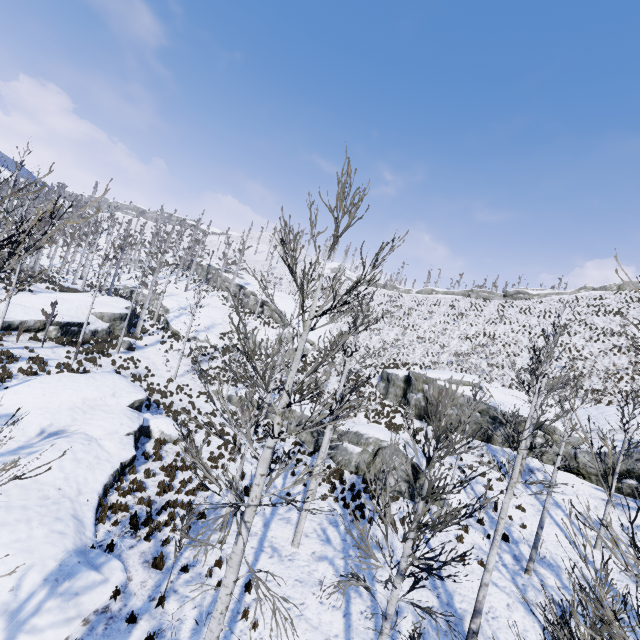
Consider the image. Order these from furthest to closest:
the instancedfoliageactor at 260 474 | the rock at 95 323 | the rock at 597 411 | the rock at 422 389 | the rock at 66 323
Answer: the rock at 95 323 → the rock at 422 389 → the rock at 66 323 → the rock at 597 411 → the instancedfoliageactor at 260 474

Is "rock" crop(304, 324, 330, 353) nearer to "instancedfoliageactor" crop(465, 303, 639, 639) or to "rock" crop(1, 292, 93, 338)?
"rock" crop(1, 292, 93, 338)

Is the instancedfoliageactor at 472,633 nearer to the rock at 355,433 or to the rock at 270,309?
the rock at 355,433

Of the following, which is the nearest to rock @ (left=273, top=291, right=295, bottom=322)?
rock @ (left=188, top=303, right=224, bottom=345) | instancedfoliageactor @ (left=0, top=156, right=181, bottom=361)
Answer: rock @ (left=188, top=303, right=224, bottom=345)

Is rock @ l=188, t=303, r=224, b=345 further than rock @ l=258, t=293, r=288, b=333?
No

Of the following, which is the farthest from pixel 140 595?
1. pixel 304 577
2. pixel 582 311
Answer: pixel 582 311

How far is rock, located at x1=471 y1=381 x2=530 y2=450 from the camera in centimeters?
2178cm

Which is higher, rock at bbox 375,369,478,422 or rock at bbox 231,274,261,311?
rock at bbox 231,274,261,311
